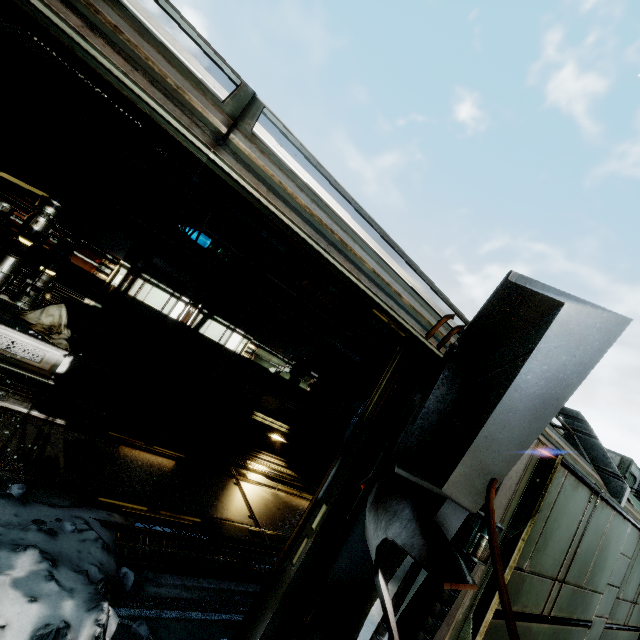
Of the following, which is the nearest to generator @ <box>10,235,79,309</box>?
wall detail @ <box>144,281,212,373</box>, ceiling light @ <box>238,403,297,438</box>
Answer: wall detail @ <box>144,281,212,373</box>

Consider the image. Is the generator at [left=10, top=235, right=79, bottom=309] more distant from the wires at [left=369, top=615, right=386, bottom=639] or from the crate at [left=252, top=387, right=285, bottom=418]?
the wires at [left=369, top=615, right=386, bottom=639]

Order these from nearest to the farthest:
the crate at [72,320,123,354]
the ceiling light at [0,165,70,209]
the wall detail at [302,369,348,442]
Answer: the ceiling light at [0,165,70,209]
the crate at [72,320,123,354]
the wall detail at [302,369,348,442]

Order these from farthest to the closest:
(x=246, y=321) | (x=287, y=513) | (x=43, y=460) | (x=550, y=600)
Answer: (x=246, y=321) → (x=287, y=513) → (x=43, y=460) → (x=550, y=600)

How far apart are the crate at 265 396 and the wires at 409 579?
8.5m

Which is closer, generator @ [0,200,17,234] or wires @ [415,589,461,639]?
wires @ [415,589,461,639]

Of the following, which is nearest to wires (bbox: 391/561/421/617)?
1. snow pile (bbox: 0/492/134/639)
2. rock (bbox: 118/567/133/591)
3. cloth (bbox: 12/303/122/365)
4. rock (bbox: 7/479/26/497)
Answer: snow pile (bbox: 0/492/134/639)

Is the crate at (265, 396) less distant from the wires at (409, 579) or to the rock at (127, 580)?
the rock at (127, 580)
